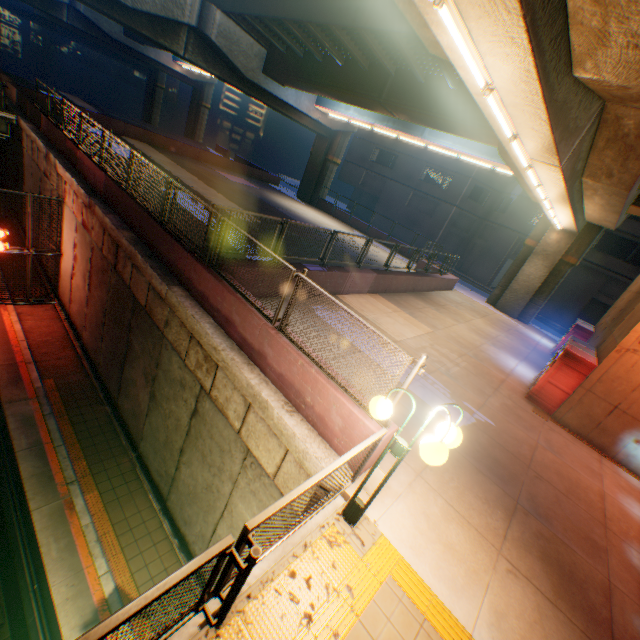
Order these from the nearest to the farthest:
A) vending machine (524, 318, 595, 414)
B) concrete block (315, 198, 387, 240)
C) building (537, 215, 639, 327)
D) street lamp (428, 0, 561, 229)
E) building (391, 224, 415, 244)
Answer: street lamp (428, 0, 561, 229)
vending machine (524, 318, 595, 414)
building (537, 215, 639, 327)
concrete block (315, 198, 387, 240)
building (391, 224, 415, 244)

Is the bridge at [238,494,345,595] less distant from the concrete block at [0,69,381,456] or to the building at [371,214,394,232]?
the concrete block at [0,69,381,456]

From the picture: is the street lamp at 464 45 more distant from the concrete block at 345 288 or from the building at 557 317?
the building at 557 317

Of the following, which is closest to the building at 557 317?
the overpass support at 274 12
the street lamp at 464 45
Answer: the overpass support at 274 12

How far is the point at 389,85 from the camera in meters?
16.1

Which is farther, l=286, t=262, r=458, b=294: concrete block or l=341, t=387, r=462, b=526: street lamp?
l=286, t=262, r=458, b=294: concrete block

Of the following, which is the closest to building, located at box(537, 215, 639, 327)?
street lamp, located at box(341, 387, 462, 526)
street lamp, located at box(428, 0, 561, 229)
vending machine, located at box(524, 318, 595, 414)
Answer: vending machine, located at box(524, 318, 595, 414)

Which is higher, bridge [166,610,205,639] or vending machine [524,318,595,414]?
vending machine [524,318,595,414]
